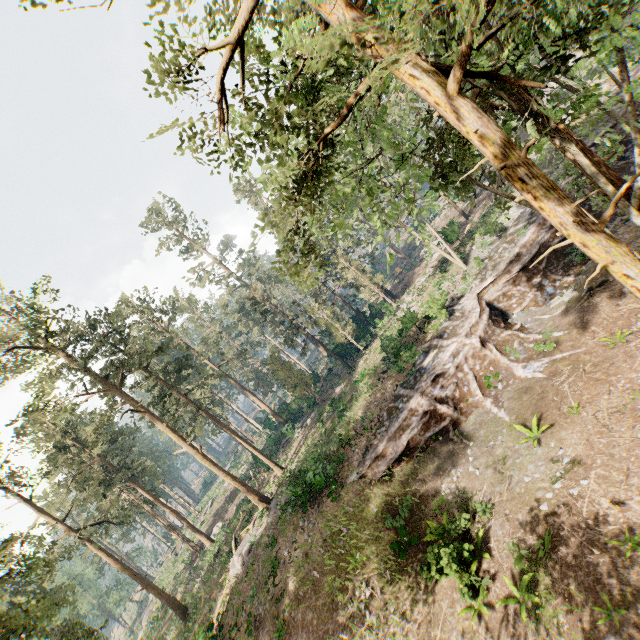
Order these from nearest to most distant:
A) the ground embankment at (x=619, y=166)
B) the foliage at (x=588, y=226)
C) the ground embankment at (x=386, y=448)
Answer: the foliage at (x=588, y=226), the ground embankment at (x=386, y=448), the ground embankment at (x=619, y=166)

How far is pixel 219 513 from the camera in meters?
46.2

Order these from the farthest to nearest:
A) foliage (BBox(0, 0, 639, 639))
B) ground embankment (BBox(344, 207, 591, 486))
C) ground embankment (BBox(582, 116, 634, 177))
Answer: ground embankment (BBox(582, 116, 634, 177))
ground embankment (BBox(344, 207, 591, 486))
foliage (BBox(0, 0, 639, 639))

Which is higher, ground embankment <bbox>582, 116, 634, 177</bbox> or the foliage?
the foliage

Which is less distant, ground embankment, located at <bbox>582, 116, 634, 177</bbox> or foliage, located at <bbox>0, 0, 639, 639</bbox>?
foliage, located at <bbox>0, 0, 639, 639</bbox>

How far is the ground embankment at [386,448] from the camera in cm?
1945

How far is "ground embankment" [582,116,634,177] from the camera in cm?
2392
